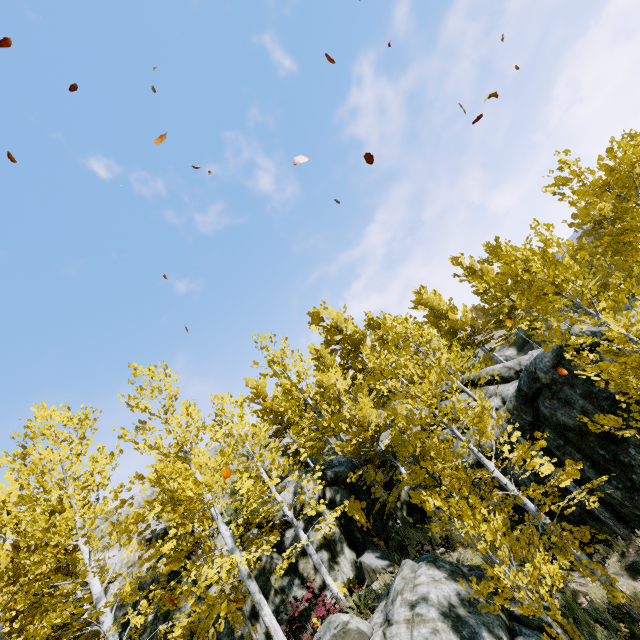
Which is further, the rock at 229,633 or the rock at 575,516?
the rock at 229,633

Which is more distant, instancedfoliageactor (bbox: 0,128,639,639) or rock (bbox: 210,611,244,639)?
rock (bbox: 210,611,244,639)

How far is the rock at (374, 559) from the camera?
12.36m

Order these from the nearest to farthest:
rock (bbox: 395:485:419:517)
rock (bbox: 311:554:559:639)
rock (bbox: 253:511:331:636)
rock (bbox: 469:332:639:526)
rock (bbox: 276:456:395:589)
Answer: rock (bbox: 311:554:559:639), rock (bbox: 469:332:639:526), rock (bbox: 253:511:331:636), rock (bbox: 276:456:395:589), rock (bbox: 395:485:419:517)

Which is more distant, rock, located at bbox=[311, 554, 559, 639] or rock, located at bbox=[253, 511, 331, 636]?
rock, located at bbox=[253, 511, 331, 636]

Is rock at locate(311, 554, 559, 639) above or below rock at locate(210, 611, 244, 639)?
below

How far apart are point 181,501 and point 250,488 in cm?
208
